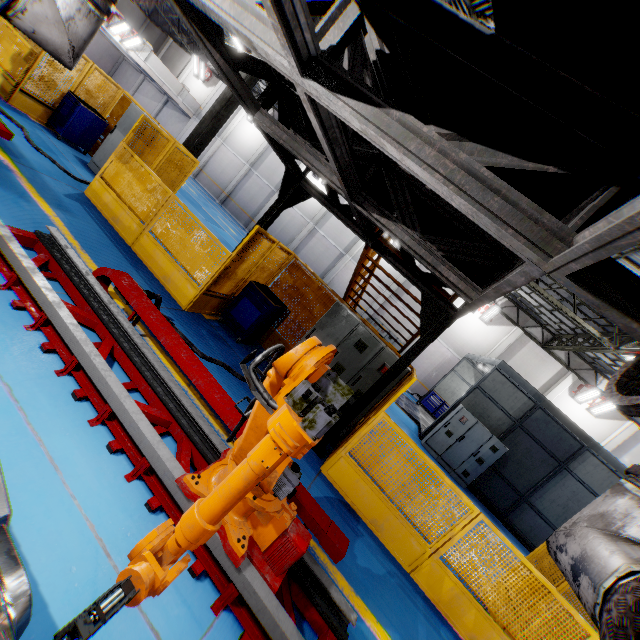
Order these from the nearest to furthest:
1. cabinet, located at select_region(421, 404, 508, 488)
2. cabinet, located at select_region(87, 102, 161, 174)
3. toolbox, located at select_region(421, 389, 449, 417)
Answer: cabinet, located at select_region(87, 102, 161, 174) → cabinet, located at select_region(421, 404, 508, 488) → toolbox, located at select_region(421, 389, 449, 417)

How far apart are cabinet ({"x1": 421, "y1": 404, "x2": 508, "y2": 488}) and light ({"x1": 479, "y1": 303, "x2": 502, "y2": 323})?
10.2 meters

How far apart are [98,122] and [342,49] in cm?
1063

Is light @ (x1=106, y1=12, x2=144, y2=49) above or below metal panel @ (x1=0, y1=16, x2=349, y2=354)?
above

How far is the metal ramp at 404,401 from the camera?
15.1 meters

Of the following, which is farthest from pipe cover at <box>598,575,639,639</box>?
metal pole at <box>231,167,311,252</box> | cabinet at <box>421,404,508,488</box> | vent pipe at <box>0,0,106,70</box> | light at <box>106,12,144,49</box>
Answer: light at <box>106,12,144,49</box>

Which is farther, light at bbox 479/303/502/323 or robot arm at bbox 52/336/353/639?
light at bbox 479/303/502/323

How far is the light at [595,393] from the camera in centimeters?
1855cm
